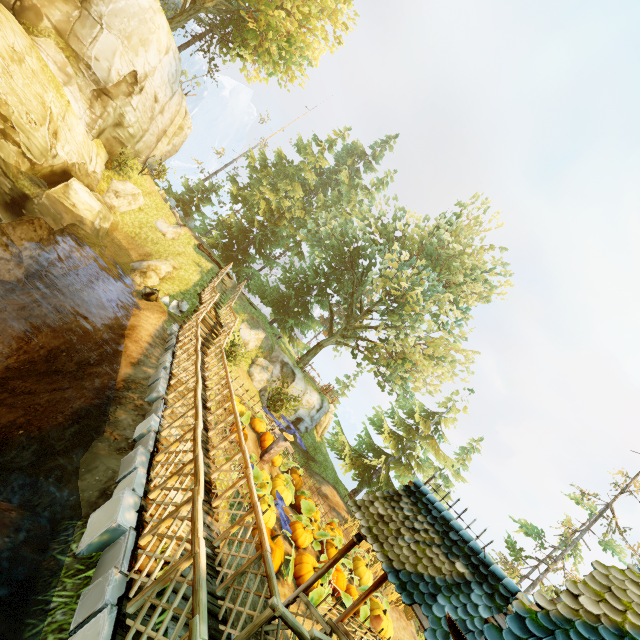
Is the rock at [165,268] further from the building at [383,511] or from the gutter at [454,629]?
the gutter at [454,629]

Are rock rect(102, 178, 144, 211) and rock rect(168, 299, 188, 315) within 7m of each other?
no

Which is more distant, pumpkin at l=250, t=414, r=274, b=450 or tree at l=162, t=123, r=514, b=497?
tree at l=162, t=123, r=514, b=497

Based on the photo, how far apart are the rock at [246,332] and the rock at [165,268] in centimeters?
486cm

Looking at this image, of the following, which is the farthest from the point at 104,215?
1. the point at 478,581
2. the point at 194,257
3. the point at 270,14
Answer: the point at 478,581

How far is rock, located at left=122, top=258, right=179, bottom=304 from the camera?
14.90m

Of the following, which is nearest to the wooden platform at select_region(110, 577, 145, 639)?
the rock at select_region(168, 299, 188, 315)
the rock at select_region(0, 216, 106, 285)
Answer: the rock at select_region(168, 299, 188, 315)

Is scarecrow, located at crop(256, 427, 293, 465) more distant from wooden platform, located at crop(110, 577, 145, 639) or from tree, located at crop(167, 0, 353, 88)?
tree, located at crop(167, 0, 353, 88)
